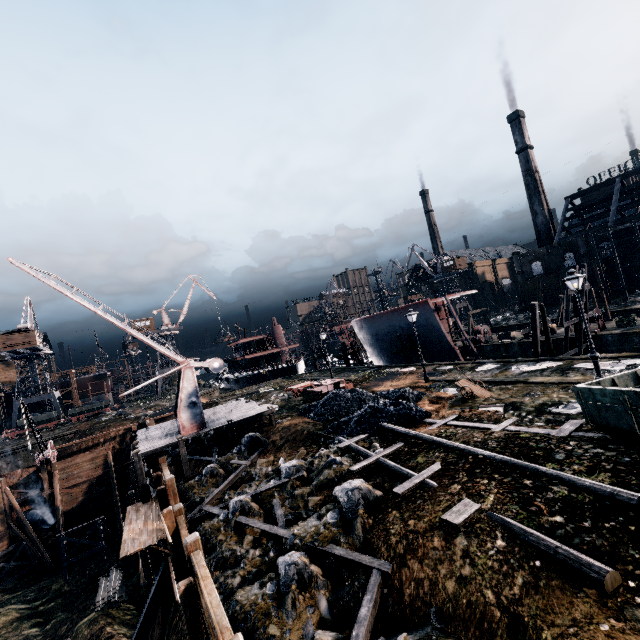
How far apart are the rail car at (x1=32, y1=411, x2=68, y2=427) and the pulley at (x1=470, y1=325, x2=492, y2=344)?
67.0m

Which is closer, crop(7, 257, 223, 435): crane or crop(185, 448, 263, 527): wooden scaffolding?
crop(185, 448, 263, 527): wooden scaffolding

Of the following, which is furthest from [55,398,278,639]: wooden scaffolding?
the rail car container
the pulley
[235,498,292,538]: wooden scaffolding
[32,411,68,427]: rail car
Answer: [32,411,68,427]: rail car

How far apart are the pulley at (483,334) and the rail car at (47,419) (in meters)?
66.99

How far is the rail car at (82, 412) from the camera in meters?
55.8

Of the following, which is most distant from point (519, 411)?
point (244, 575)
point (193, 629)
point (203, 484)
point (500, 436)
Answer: point (203, 484)

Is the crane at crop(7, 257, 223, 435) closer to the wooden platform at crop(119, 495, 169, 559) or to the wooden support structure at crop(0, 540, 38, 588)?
the wooden platform at crop(119, 495, 169, 559)

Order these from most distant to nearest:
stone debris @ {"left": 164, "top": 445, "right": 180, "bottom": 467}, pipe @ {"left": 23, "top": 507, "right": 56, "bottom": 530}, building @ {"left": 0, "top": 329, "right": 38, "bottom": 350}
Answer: building @ {"left": 0, "top": 329, "right": 38, "bottom": 350}, pipe @ {"left": 23, "top": 507, "right": 56, "bottom": 530}, stone debris @ {"left": 164, "top": 445, "right": 180, "bottom": 467}
